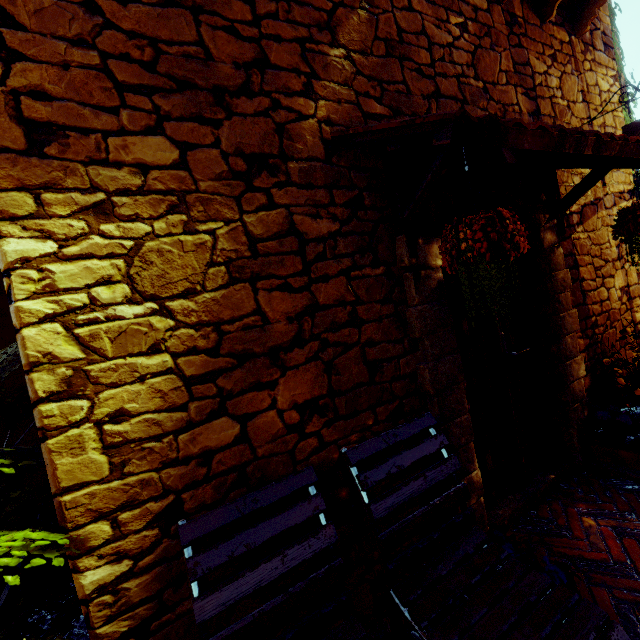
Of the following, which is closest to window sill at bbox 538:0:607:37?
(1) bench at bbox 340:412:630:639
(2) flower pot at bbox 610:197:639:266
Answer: (2) flower pot at bbox 610:197:639:266

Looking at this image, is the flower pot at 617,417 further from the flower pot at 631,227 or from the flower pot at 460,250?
the flower pot at 460,250

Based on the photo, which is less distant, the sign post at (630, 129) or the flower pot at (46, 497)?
the flower pot at (46, 497)

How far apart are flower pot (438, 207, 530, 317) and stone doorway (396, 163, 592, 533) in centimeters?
33cm

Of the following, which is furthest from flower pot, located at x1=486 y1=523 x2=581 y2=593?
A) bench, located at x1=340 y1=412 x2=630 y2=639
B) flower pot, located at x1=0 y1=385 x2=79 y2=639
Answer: flower pot, located at x1=0 y1=385 x2=79 y2=639

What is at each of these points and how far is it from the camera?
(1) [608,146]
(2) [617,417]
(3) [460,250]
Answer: (1) door eaves, 1.80m
(2) flower pot, 2.68m
(3) flower pot, 1.46m

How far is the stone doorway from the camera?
1.95m

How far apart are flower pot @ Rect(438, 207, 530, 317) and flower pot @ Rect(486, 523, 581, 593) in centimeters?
138cm
